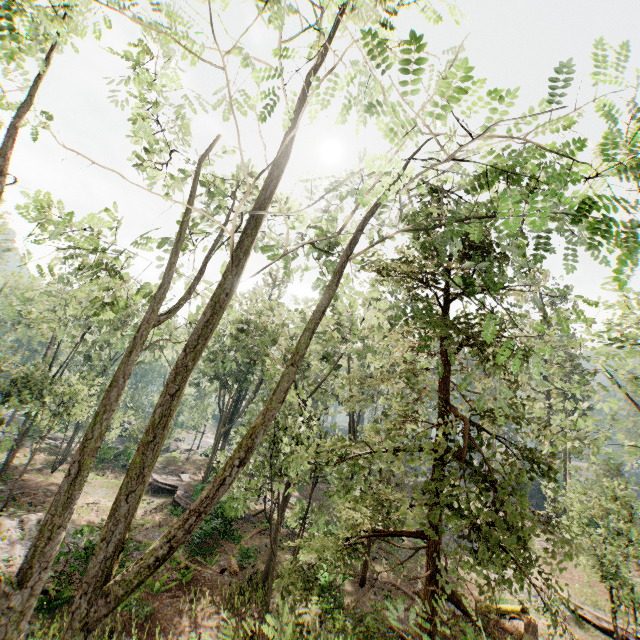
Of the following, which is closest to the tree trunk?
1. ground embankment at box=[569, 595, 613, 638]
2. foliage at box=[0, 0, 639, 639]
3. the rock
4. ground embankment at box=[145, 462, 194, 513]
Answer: foliage at box=[0, 0, 639, 639]

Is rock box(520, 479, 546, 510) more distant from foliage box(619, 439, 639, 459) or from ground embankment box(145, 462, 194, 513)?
ground embankment box(145, 462, 194, 513)

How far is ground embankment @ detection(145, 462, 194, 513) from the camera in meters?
25.8 m

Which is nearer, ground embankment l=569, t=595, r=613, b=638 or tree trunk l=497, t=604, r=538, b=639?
tree trunk l=497, t=604, r=538, b=639

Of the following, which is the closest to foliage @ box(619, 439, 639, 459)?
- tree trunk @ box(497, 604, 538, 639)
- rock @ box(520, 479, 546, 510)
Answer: rock @ box(520, 479, 546, 510)

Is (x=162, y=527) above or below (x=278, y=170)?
below

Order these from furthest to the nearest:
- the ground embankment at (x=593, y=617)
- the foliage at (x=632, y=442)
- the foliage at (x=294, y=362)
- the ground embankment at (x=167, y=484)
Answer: the ground embankment at (x=167, y=484) < the ground embankment at (x=593, y=617) < the foliage at (x=632, y=442) < the foliage at (x=294, y=362)

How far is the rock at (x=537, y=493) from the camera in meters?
44.6 m
